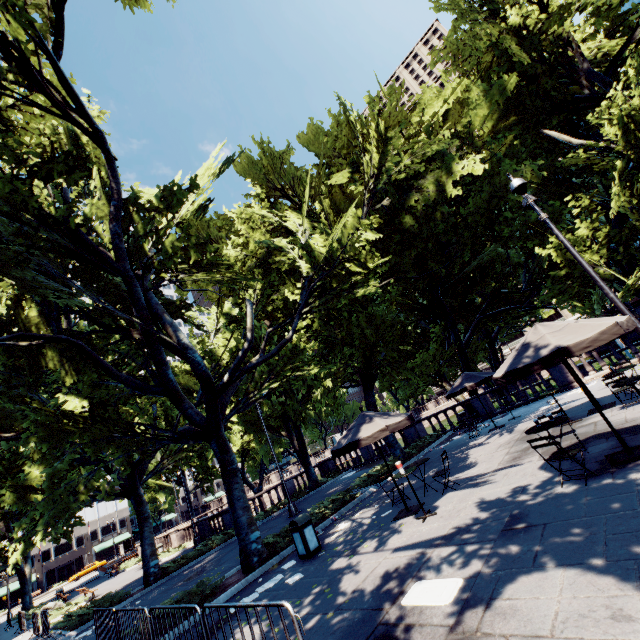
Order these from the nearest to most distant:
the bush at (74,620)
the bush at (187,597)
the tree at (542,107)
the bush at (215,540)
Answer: the bush at (187,597) < the tree at (542,107) < the bush at (74,620) < the bush at (215,540)

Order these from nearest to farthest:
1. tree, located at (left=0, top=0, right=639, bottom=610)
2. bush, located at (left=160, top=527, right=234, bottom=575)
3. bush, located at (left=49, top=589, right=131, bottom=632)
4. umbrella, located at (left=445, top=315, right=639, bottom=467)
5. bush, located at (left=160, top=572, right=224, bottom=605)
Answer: umbrella, located at (left=445, top=315, right=639, bottom=467), bush, located at (left=160, top=572, right=224, bottom=605), tree, located at (left=0, top=0, right=639, bottom=610), bush, located at (left=49, top=589, right=131, bottom=632), bush, located at (left=160, top=527, right=234, bottom=575)

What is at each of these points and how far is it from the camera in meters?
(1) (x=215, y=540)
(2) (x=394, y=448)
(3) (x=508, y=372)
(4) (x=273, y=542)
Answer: (1) bush, 19.1 m
(2) tree, 18.2 m
(3) umbrella, 6.7 m
(4) bush, 11.3 m

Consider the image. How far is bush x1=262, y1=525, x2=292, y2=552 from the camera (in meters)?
11.00

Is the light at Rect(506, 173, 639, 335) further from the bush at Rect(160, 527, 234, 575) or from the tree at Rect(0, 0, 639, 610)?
the bush at Rect(160, 527, 234, 575)

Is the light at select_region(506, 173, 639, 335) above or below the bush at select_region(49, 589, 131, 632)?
above

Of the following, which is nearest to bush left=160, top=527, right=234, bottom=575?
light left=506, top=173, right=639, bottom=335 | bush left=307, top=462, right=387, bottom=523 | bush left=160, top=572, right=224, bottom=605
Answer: bush left=307, top=462, right=387, bottom=523

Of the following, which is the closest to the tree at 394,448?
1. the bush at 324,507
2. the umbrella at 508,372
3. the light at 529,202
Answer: the bush at 324,507
